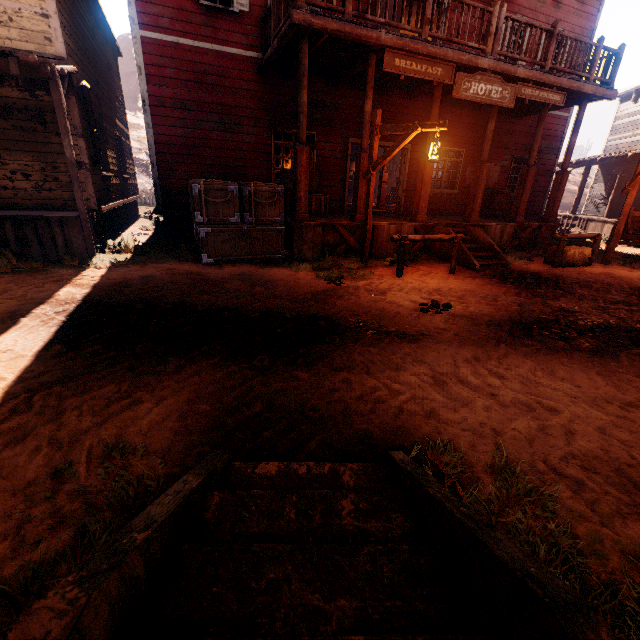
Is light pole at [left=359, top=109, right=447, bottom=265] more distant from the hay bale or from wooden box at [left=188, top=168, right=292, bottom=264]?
wooden box at [left=188, top=168, right=292, bottom=264]

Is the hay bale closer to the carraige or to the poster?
the carraige

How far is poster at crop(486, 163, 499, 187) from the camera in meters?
12.8 m

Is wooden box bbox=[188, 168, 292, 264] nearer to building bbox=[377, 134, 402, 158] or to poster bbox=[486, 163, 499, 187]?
building bbox=[377, 134, 402, 158]

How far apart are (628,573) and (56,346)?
5.03m

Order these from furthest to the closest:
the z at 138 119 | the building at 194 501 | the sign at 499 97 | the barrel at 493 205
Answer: the z at 138 119 < the barrel at 493 205 < the sign at 499 97 < the building at 194 501

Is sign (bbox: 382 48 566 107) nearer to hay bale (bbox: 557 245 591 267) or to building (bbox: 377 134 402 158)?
building (bbox: 377 134 402 158)

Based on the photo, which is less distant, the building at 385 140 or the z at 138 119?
the building at 385 140
